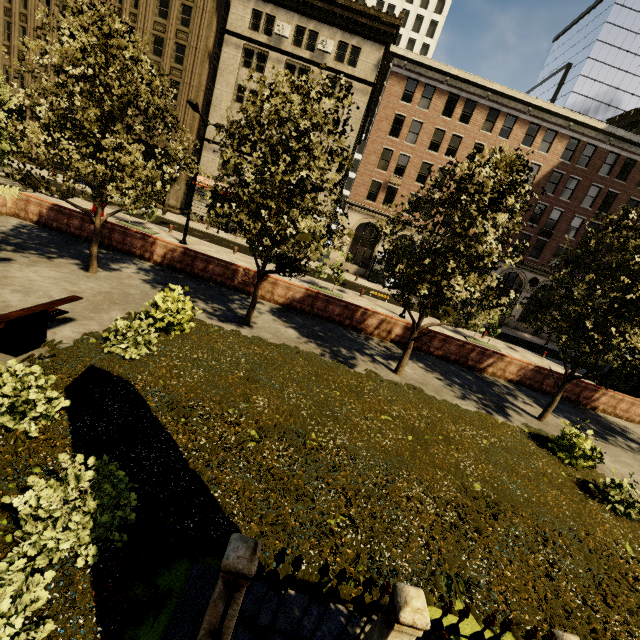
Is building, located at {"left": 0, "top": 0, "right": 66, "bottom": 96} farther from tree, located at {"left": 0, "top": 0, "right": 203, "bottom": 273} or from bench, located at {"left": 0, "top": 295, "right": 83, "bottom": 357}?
bench, located at {"left": 0, "top": 295, "right": 83, "bottom": 357}

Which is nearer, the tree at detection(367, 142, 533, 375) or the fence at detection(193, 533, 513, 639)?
the fence at detection(193, 533, 513, 639)

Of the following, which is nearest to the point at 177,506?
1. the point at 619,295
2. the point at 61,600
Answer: the point at 61,600

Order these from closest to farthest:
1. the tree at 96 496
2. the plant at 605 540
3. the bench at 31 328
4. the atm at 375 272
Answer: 1. the tree at 96 496
2. the plant at 605 540
3. the bench at 31 328
4. the atm at 375 272

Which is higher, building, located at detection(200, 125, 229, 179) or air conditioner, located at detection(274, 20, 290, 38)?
air conditioner, located at detection(274, 20, 290, 38)

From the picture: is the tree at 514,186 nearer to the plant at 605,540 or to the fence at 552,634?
the plant at 605,540

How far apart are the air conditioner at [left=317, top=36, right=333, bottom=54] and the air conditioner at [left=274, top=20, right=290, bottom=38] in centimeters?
267cm

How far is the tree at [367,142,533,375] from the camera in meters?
8.8 m
